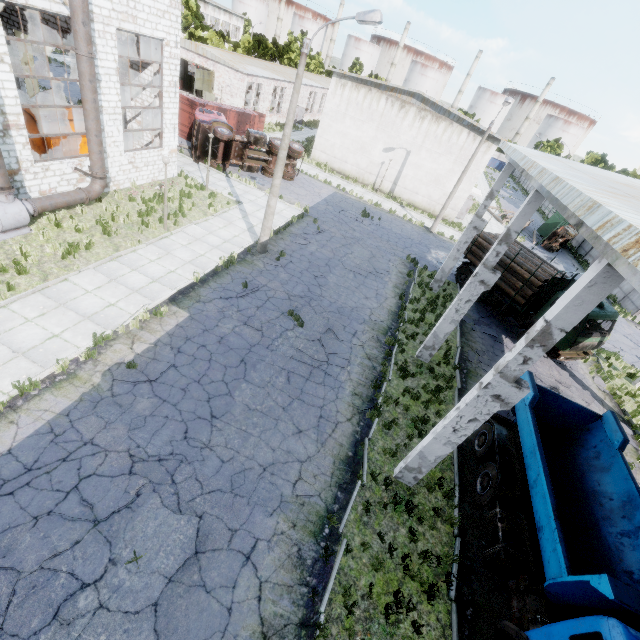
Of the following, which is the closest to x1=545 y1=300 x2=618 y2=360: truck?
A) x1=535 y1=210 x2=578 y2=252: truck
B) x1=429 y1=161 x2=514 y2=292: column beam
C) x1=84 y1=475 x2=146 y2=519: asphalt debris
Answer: x1=429 y1=161 x2=514 y2=292: column beam

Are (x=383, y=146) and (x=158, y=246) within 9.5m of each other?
no

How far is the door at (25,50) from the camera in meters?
20.7 m

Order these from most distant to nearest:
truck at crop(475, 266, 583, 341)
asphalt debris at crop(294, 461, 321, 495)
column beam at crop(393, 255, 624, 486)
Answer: truck at crop(475, 266, 583, 341) < asphalt debris at crop(294, 461, 321, 495) < column beam at crop(393, 255, 624, 486)

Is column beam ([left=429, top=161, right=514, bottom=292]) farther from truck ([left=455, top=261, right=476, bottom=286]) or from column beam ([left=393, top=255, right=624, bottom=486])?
column beam ([left=393, top=255, right=624, bottom=486])

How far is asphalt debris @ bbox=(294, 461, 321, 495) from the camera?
8.5 meters

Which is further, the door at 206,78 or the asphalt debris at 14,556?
the door at 206,78

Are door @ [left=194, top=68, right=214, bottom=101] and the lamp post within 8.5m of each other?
no
